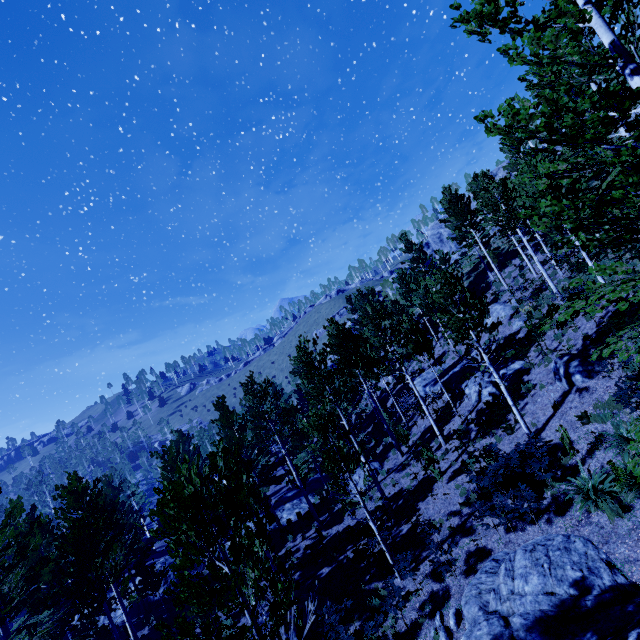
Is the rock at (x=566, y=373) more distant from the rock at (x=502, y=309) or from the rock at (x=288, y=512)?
the rock at (x=288, y=512)

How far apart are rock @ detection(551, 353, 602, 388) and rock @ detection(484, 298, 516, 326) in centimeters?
957cm

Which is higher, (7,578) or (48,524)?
(7,578)

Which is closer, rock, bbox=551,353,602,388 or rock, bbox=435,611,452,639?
rock, bbox=435,611,452,639

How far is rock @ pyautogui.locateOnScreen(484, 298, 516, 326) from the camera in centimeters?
2404cm

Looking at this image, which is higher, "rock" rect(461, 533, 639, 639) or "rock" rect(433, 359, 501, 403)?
"rock" rect(433, 359, 501, 403)

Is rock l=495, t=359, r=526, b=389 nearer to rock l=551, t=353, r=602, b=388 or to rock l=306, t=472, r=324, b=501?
rock l=551, t=353, r=602, b=388

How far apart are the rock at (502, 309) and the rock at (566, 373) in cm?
957
